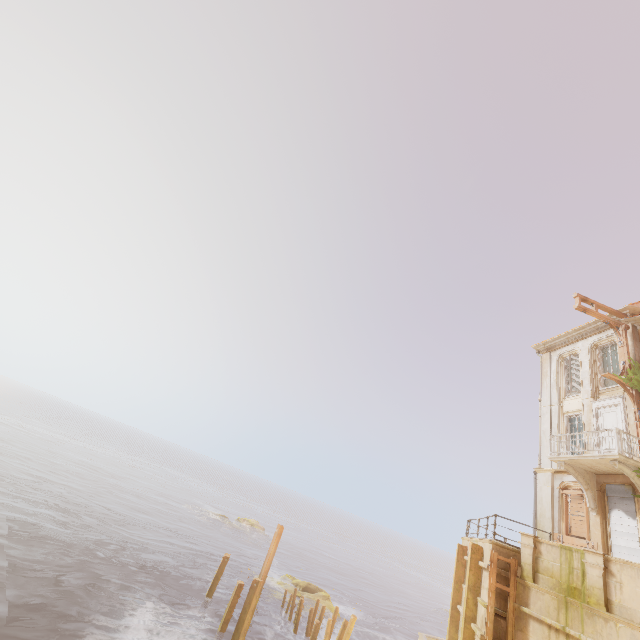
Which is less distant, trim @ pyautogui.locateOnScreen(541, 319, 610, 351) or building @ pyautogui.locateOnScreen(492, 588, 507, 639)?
building @ pyautogui.locateOnScreen(492, 588, 507, 639)

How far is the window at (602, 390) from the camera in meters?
17.6 m

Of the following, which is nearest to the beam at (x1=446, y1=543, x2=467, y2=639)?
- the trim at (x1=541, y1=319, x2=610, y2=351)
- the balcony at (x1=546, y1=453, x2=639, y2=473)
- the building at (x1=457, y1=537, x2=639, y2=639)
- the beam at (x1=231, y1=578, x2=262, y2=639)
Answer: the building at (x1=457, y1=537, x2=639, y2=639)

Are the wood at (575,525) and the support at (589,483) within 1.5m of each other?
yes

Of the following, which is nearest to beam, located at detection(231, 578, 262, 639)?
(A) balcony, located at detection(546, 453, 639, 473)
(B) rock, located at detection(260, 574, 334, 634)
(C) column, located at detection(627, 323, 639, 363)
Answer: (B) rock, located at detection(260, 574, 334, 634)

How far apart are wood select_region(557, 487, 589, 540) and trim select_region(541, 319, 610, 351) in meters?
8.6 m

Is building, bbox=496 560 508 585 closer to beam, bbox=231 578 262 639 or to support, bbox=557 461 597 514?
support, bbox=557 461 597 514

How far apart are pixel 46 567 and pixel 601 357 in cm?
3319
